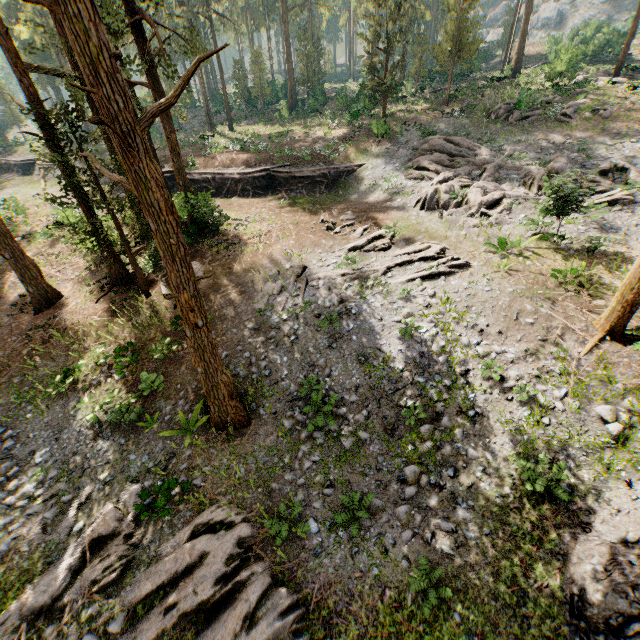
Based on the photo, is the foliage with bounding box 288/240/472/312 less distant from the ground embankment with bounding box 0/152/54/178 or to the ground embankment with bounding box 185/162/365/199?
the ground embankment with bounding box 185/162/365/199

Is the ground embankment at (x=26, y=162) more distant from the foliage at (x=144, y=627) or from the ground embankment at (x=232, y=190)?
the ground embankment at (x=232, y=190)

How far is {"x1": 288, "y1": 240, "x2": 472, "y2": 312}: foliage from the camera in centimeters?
1501cm

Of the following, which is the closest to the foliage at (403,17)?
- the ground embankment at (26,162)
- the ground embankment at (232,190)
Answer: the ground embankment at (232,190)

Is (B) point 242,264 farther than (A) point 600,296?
Yes

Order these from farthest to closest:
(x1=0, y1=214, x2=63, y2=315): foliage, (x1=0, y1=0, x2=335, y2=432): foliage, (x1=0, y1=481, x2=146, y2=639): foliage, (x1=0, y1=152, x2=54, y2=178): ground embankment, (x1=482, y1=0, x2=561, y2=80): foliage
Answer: (x1=0, y1=152, x2=54, y2=178): ground embankment < (x1=482, y1=0, x2=561, y2=80): foliage < (x1=0, y1=214, x2=63, y2=315): foliage < (x1=0, y1=481, x2=146, y2=639): foliage < (x1=0, y1=0, x2=335, y2=432): foliage

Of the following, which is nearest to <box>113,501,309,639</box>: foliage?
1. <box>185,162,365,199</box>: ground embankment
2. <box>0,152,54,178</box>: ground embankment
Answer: <box>185,162,365,199</box>: ground embankment
